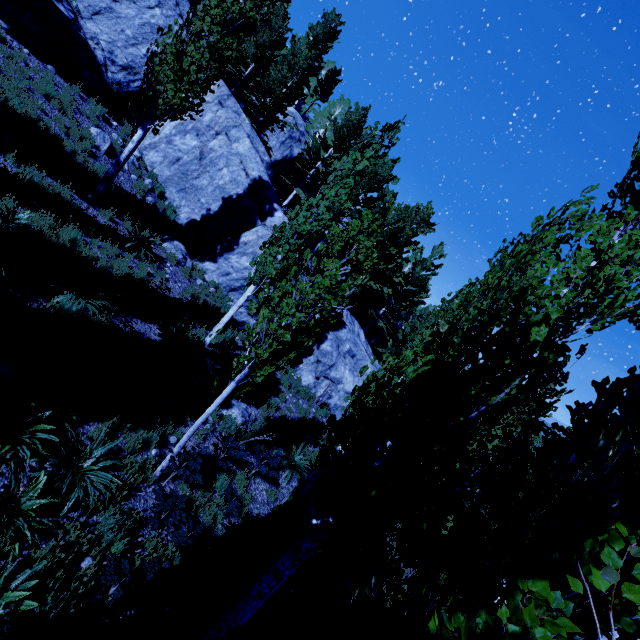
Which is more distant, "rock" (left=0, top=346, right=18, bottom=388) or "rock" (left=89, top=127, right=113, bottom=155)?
"rock" (left=89, top=127, right=113, bottom=155)

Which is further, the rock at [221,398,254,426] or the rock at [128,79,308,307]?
the rock at [128,79,308,307]

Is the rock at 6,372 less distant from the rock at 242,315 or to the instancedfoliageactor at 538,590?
the instancedfoliageactor at 538,590

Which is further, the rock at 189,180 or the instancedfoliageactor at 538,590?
the rock at 189,180

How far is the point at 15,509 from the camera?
3.94m

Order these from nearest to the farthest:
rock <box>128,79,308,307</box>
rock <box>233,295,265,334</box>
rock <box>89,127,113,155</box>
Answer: rock <box>89,127,113,155</box> → rock <box>233,295,265,334</box> → rock <box>128,79,308,307</box>

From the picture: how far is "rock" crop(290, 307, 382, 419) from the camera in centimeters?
1650cm
